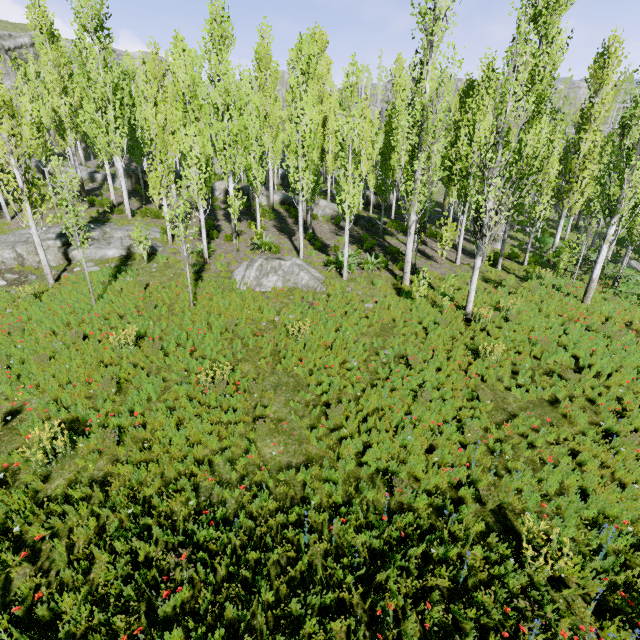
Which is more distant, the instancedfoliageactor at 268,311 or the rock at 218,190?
the rock at 218,190

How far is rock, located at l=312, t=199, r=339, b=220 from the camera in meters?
25.3

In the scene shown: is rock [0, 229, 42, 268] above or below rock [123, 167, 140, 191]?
below

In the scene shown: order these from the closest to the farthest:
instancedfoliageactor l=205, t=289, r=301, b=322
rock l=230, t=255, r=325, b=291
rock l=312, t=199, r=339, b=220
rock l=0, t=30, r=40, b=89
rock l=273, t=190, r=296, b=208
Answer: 1. instancedfoliageactor l=205, t=289, r=301, b=322
2. rock l=230, t=255, r=325, b=291
3. rock l=312, t=199, r=339, b=220
4. rock l=273, t=190, r=296, b=208
5. rock l=0, t=30, r=40, b=89

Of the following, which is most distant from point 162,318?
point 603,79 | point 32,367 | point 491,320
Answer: point 603,79

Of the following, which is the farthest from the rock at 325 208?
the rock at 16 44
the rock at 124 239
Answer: the rock at 124 239

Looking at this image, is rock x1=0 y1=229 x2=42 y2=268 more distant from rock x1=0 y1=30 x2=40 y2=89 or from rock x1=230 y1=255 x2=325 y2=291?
rock x1=0 y1=30 x2=40 y2=89
